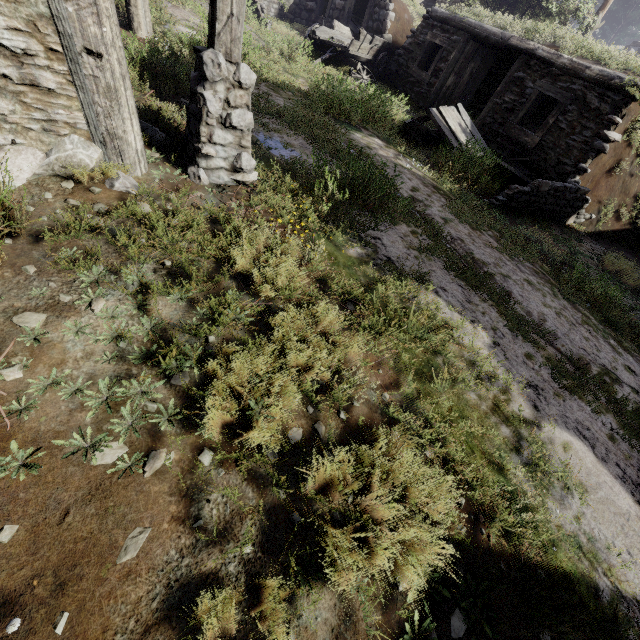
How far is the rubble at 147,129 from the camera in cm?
402

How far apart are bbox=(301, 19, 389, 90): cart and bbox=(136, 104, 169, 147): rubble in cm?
989

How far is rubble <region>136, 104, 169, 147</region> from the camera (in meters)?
4.02

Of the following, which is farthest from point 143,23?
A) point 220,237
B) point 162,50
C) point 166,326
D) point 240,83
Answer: point 166,326

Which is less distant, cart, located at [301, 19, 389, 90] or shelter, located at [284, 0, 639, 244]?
shelter, located at [284, 0, 639, 244]

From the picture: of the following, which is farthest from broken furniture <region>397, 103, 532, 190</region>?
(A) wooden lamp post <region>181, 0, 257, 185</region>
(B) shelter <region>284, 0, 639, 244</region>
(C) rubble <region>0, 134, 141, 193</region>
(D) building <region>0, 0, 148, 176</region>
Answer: (C) rubble <region>0, 134, 141, 193</region>

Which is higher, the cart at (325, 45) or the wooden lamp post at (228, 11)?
the cart at (325, 45)

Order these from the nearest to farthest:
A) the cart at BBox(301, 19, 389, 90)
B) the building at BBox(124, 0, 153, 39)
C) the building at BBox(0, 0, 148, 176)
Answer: the building at BBox(0, 0, 148, 176), the building at BBox(124, 0, 153, 39), the cart at BBox(301, 19, 389, 90)
